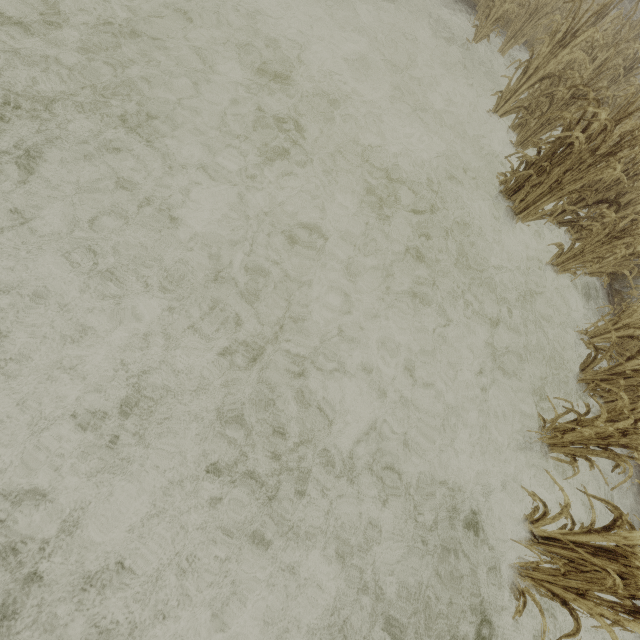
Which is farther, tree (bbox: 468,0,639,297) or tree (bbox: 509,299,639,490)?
tree (bbox: 468,0,639,297)

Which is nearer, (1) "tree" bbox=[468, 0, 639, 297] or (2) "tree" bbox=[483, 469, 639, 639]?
(2) "tree" bbox=[483, 469, 639, 639]

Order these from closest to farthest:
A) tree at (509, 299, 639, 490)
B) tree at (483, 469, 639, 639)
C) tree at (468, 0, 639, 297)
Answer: tree at (483, 469, 639, 639), tree at (509, 299, 639, 490), tree at (468, 0, 639, 297)

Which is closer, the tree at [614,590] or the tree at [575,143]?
the tree at [614,590]

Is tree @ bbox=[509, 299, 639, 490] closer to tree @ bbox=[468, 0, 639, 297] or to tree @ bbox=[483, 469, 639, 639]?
tree @ bbox=[468, 0, 639, 297]

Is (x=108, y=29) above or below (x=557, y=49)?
below

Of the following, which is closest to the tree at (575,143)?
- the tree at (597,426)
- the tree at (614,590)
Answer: the tree at (597,426)
